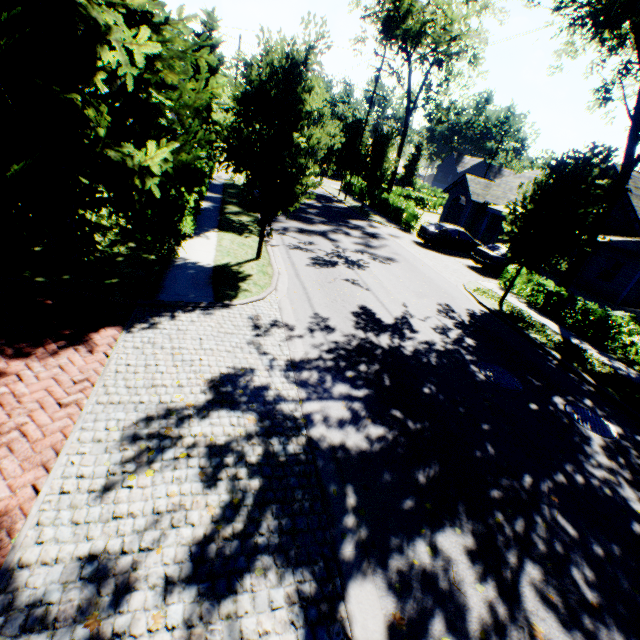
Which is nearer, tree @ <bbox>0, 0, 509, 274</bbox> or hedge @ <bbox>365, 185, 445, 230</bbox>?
tree @ <bbox>0, 0, 509, 274</bbox>

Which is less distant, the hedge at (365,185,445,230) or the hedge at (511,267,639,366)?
the hedge at (511,267,639,366)

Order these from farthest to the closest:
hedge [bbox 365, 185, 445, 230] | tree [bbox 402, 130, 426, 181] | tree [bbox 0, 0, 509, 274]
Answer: tree [bbox 402, 130, 426, 181], hedge [bbox 365, 185, 445, 230], tree [bbox 0, 0, 509, 274]

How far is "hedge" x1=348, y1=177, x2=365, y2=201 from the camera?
34.4m

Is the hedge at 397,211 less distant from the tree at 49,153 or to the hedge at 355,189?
the tree at 49,153

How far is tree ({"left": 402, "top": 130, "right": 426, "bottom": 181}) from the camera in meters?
57.0

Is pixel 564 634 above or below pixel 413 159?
below

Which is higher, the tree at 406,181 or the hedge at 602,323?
the tree at 406,181
